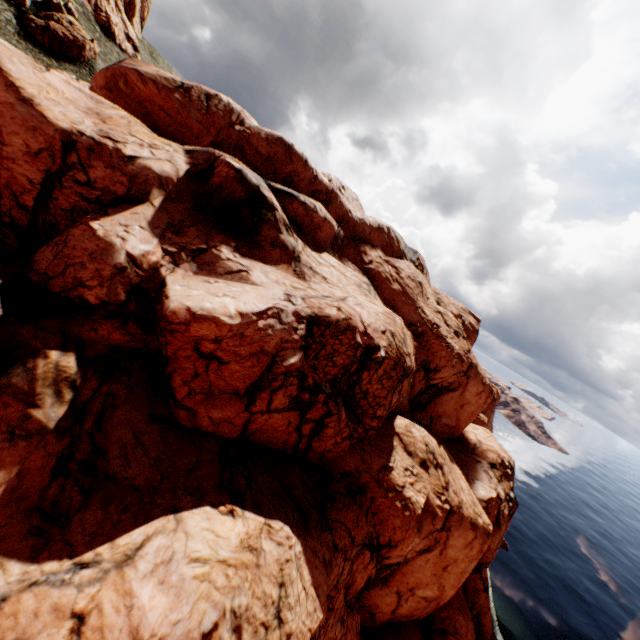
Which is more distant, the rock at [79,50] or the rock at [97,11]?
the rock at [97,11]

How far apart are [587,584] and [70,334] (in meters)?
79.85

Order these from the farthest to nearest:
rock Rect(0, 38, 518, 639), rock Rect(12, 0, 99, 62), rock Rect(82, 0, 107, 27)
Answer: rock Rect(82, 0, 107, 27) < rock Rect(12, 0, 99, 62) < rock Rect(0, 38, 518, 639)

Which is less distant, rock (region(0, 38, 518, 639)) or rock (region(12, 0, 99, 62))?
rock (region(0, 38, 518, 639))

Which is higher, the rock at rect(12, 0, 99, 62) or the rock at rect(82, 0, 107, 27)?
the rock at rect(82, 0, 107, 27)
